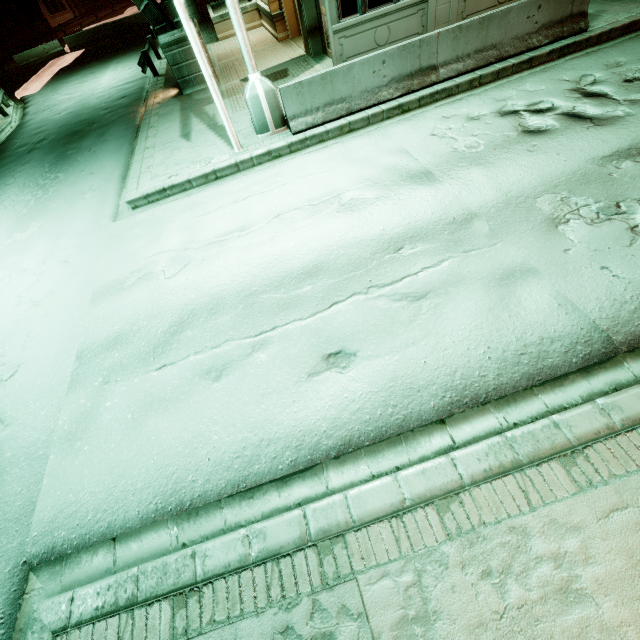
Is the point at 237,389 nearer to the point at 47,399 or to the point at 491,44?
the point at 47,399

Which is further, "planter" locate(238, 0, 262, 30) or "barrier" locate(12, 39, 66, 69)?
"barrier" locate(12, 39, 66, 69)

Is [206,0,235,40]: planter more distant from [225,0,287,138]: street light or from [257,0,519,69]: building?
[225,0,287,138]: street light

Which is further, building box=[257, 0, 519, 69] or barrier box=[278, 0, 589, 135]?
building box=[257, 0, 519, 69]

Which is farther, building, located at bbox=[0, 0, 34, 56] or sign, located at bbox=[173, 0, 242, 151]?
building, located at bbox=[0, 0, 34, 56]

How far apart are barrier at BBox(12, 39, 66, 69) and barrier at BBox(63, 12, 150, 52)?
0.9 meters

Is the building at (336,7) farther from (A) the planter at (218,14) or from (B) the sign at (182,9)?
(B) the sign at (182,9)

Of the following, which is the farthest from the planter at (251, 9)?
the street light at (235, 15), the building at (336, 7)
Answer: the street light at (235, 15)
